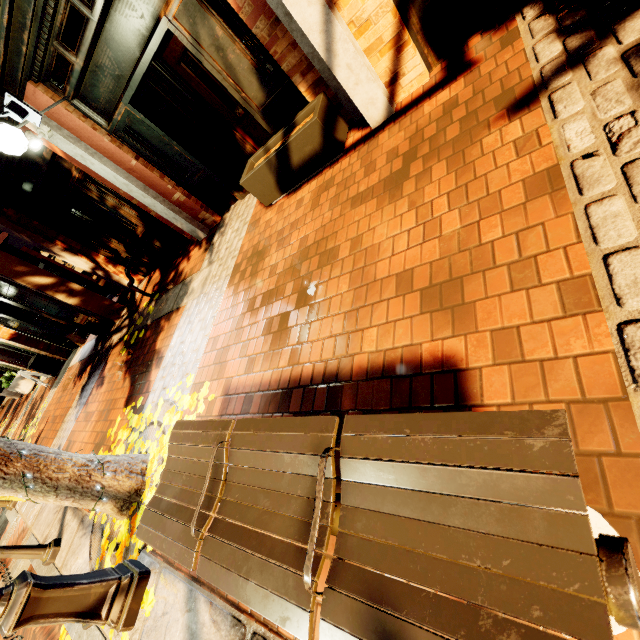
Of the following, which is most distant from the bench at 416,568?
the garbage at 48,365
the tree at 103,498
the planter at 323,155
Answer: the garbage at 48,365

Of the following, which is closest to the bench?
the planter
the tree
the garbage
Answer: the tree

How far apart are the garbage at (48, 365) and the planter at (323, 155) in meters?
11.9

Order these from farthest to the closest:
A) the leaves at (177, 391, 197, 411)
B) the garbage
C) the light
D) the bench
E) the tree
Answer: the garbage
the leaves at (177, 391, 197, 411)
the tree
the light
the bench

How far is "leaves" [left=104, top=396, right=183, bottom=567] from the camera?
3.2 meters

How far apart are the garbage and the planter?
11.9 meters

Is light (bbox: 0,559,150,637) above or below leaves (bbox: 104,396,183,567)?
above

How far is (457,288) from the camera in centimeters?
194cm
